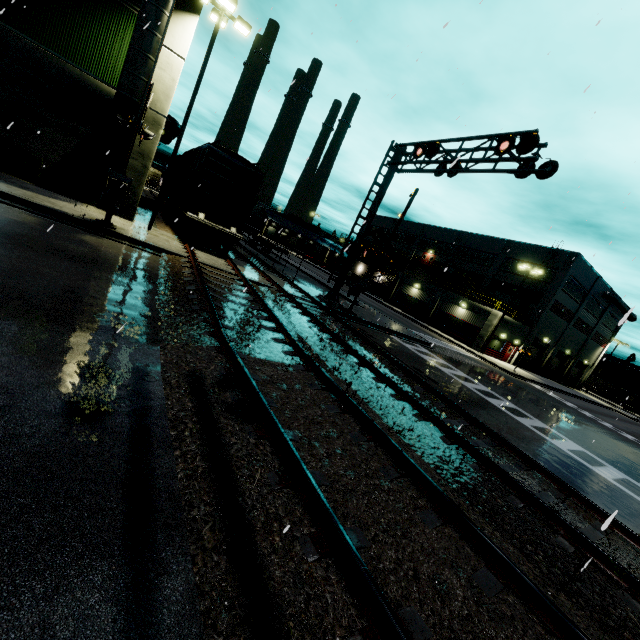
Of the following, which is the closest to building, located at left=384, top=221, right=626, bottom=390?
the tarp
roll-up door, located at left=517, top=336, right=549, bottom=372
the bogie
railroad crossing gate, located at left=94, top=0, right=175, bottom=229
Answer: roll-up door, located at left=517, top=336, right=549, bottom=372

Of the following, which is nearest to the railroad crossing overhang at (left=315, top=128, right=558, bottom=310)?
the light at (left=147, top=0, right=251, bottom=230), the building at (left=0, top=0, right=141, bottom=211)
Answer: the building at (left=0, top=0, right=141, bottom=211)

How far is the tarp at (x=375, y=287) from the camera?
49.6m

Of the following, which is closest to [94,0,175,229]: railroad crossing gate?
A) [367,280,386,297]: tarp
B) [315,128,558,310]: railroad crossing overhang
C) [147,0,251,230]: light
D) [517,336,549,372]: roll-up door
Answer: [315,128,558,310]: railroad crossing overhang

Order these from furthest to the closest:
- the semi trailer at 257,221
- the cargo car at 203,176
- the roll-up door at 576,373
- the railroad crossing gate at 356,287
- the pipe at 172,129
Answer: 1. the roll-up door at 576,373
2. the semi trailer at 257,221
3. the pipe at 172,129
4. the railroad crossing gate at 356,287
5. the cargo car at 203,176

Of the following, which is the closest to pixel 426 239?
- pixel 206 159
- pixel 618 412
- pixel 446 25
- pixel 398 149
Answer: pixel 618 412

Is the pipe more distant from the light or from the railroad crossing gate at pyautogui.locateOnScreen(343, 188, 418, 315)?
the railroad crossing gate at pyautogui.locateOnScreen(343, 188, 418, 315)

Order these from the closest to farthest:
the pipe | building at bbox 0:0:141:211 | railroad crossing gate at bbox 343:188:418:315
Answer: building at bbox 0:0:141:211 < railroad crossing gate at bbox 343:188:418:315 < the pipe
